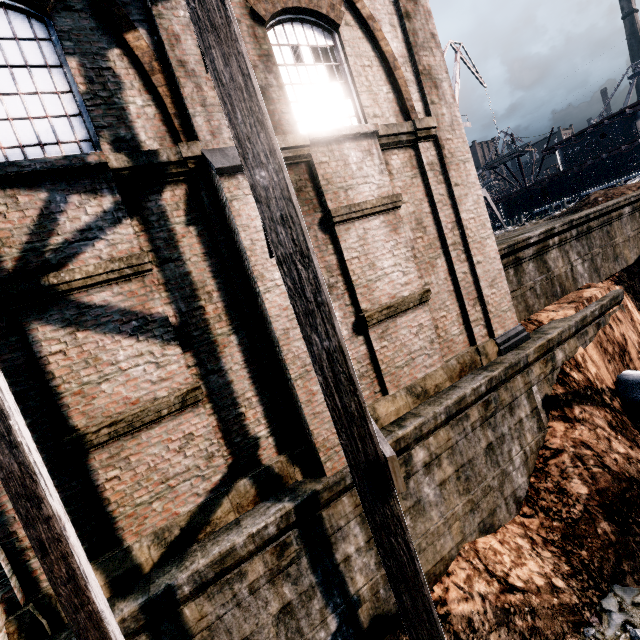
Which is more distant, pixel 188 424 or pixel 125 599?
pixel 188 424

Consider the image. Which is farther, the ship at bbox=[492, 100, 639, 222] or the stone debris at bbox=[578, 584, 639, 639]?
the ship at bbox=[492, 100, 639, 222]

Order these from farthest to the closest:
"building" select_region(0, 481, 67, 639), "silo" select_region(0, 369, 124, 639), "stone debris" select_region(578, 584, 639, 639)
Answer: "stone debris" select_region(578, 584, 639, 639) → "building" select_region(0, 481, 67, 639) → "silo" select_region(0, 369, 124, 639)

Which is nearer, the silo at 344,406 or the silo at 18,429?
the silo at 344,406

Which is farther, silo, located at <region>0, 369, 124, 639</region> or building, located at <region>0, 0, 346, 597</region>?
building, located at <region>0, 0, 346, 597</region>

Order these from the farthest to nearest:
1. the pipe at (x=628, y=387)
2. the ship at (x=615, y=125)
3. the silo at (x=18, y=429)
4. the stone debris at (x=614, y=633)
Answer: the ship at (x=615, y=125)
the pipe at (x=628, y=387)
the stone debris at (x=614, y=633)
the silo at (x=18, y=429)

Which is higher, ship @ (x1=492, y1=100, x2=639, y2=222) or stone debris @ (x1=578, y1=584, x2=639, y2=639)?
ship @ (x1=492, y1=100, x2=639, y2=222)
